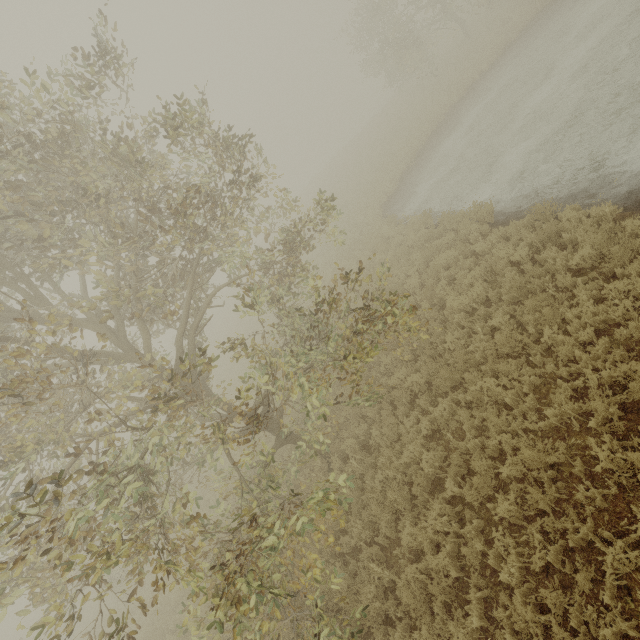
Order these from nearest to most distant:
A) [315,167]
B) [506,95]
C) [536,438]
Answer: [536,438], [506,95], [315,167]
